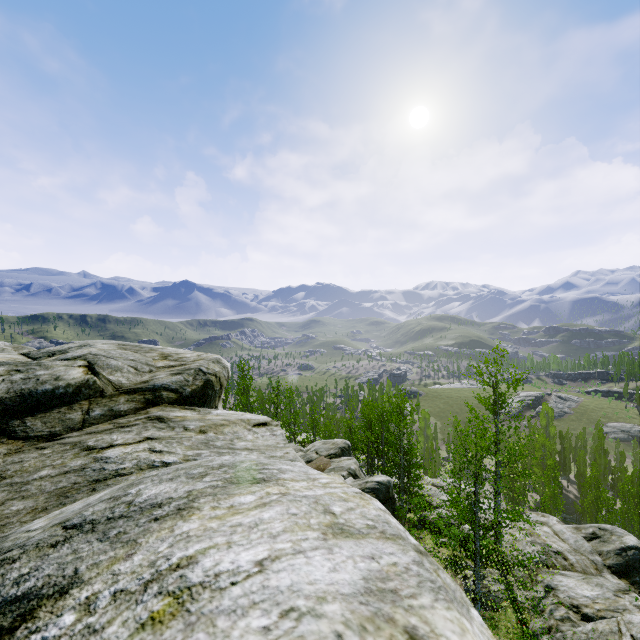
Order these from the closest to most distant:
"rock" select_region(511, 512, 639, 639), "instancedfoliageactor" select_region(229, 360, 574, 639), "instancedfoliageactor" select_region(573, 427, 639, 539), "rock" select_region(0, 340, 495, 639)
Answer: "rock" select_region(0, 340, 495, 639) < "instancedfoliageactor" select_region(229, 360, 574, 639) < "rock" select_region(511, 512, 639, 639) < "instancedfoliageactor" select_region(573, 427, 639, 539)

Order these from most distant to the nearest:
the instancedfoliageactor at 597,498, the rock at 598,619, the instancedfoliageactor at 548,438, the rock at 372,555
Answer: the instancedfoliageactor at 597,498 < the rock at 598,619 < the instancedfoliageactor at 548,438 < the rock at 372,555

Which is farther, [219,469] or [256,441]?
[256,441]

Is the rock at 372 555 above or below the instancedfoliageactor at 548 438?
above

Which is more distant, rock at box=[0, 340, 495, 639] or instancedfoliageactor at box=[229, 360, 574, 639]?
instancedfoliageactor at box=[229, 360, 574, 639]

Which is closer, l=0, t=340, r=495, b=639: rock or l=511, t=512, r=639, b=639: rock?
l=0, t=340, r=495, b=639: rock

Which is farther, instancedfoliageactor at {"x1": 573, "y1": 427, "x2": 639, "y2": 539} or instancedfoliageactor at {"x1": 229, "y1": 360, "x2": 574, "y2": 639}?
instancedfoliageactor at {"x1": 573, "y1": 427, "x2": 639, "y2": 539}
